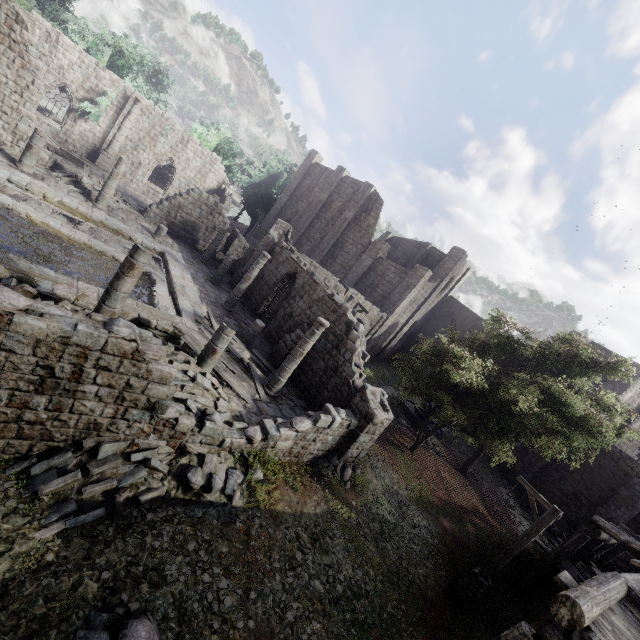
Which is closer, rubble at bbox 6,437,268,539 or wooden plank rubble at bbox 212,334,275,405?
rubble at bbox 6,437,268,539

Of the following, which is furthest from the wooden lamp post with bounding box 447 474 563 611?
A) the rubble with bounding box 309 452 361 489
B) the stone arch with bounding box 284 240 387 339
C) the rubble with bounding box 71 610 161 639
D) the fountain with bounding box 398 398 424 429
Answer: the stone arch with bounding box 284 240 387 339

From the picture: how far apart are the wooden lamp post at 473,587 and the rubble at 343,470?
4.2 meters

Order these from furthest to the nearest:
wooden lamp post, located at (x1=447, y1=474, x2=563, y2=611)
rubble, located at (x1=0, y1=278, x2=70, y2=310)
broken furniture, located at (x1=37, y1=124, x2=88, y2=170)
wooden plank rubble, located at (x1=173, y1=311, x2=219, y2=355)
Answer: broken furniture, located at (x1=37, y1=124, x2=88, y2=170), wooden plank rubble, located at (x1=173, y1=311, x2=219, y2=355), wooden lamp post, located at (x1=447, y1=474, x2=563, y2=611), rubble, located at (x1=0, y1=278, x2=70, y2=310)

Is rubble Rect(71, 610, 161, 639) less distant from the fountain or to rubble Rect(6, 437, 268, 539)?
Answer: rubble Rect(6, 437, 268, 539)

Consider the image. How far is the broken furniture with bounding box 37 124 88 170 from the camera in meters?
21.6

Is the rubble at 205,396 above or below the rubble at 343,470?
above

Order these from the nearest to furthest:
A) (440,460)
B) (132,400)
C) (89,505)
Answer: (89,505) < (132,400) < (440,460)
